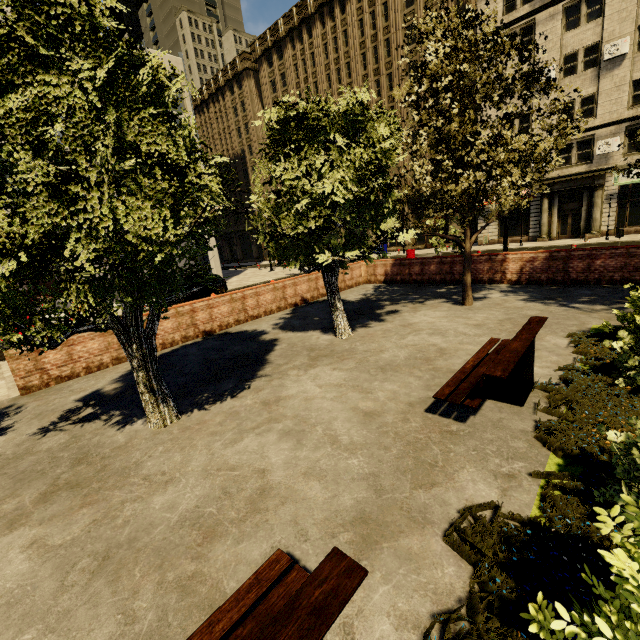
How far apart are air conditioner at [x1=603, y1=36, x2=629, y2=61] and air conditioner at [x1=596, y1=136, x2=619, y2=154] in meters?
5.0 m

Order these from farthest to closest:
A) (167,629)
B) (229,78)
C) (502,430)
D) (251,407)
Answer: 1. (229,78)
2. (251,407)
3. (502,430)
4. (167,629)

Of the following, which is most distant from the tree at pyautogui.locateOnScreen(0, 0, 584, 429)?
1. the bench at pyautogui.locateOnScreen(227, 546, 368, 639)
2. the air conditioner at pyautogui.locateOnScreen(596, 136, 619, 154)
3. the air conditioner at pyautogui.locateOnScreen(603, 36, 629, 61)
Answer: the air conditioner at pyautogui.locateOnScreen(603, 36, 629, 61)

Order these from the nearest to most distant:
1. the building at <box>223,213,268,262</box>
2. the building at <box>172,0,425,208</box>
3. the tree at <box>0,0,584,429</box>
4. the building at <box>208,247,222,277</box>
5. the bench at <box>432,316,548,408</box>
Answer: the tree at <box>0,0,584,429</box> → the bench at <box>432,316,548,408</box> → the building at <box>208,247,222,277</box> → the building at <box>172,0,425,208</box> → the building at <box>223,213,268,262</box>

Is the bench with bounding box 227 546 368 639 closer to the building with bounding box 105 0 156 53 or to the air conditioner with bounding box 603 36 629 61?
the building with bounding box 105 0 156 53

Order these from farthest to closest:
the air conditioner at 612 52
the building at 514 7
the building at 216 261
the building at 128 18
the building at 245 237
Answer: the building at 245 237 < the building at 216 261 < the building at 128 18 < the building at 514 7 < the air conditioner at 612 52

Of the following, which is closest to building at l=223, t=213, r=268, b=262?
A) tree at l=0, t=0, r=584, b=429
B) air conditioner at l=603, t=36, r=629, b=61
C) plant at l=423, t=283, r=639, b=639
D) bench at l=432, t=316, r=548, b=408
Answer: air conditioner at l=603, t=36, r=629, b=61

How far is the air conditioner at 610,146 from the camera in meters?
22.8
